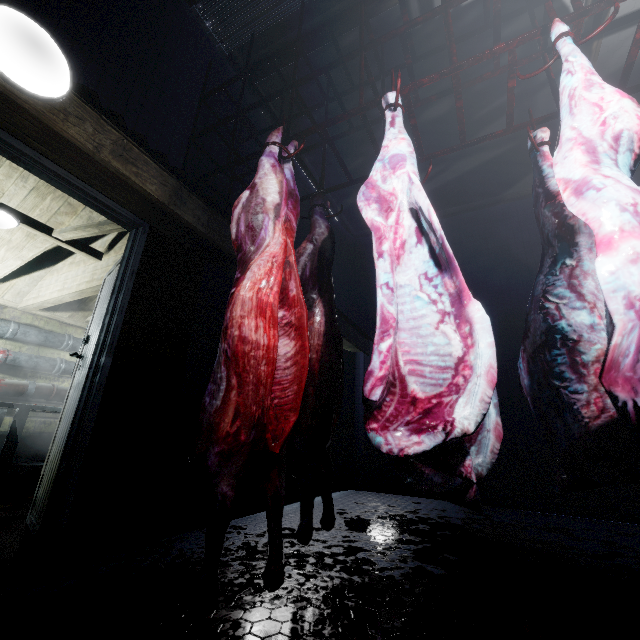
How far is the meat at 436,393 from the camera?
0.99m

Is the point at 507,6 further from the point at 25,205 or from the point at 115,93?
the point at 25,205

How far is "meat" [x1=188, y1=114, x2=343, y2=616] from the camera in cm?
110

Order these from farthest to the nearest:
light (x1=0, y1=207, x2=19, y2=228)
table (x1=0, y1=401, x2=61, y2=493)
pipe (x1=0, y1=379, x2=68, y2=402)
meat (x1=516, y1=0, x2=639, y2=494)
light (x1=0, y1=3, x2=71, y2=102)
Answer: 1. pipe (x1=0, y1=379, x2=68, y2=402)
2. table (x1=0, y1=401, x2=61, y2=493)
3. light (x1=0, y1=207, x2=19, y2=228)
4. light (x1=0, y1=3, x2=71, y2=102)
5. meat (x1=516, y1=0, x2=639, y2=494)

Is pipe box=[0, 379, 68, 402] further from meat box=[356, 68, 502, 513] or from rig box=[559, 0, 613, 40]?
meat box=[356, 68, 502, 513]

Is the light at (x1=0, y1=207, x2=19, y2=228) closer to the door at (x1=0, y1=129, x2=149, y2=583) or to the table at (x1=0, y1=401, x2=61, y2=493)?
the door at (x1=0, y1=129, x2=149, y2=583)

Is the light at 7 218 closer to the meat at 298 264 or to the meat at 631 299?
the meat at 298 264
